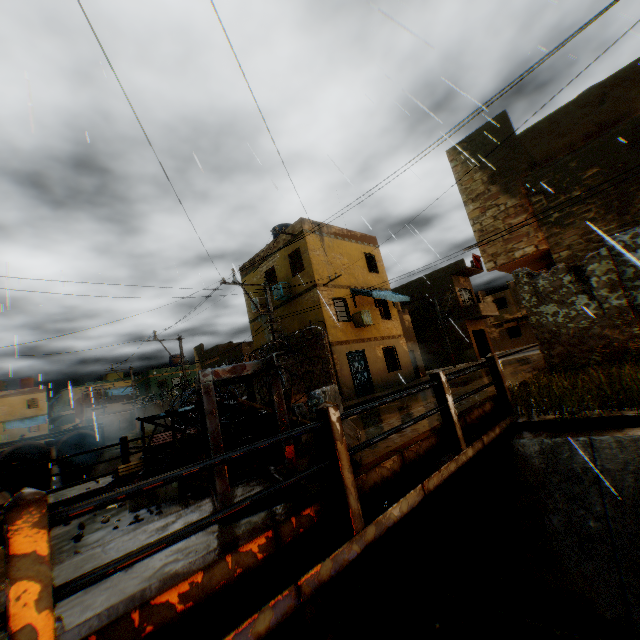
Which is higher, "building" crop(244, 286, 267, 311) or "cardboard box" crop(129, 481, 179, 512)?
"building" crop(244, 286, 267, 311)

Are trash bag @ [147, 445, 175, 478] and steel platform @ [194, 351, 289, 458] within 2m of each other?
no

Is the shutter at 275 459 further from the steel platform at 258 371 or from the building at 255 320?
the building at 255 320

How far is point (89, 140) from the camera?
6.66m

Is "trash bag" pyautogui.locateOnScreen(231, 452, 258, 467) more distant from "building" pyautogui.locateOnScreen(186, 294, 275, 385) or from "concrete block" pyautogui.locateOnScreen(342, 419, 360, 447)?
"building" pyautogui.locateOnScreen(186, 294, 275, 385)

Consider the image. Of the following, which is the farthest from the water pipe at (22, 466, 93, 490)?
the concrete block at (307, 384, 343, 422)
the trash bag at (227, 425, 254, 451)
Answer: the trash bag at (227, 425, 254, 451)

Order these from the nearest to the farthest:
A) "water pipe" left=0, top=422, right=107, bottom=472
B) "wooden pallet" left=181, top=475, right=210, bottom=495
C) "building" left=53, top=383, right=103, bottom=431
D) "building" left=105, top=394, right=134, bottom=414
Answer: "wooden pallet" left=181, top=475, right=210, bottom=495 < "water pipe" left=0, top=422, right=107, bottom=472 < "building" left=53, top=383, right=103, bottom=431 < "building" left=105, top=394, right=134, bottom=414

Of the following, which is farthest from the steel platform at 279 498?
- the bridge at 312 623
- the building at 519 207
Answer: the building at 519 207
